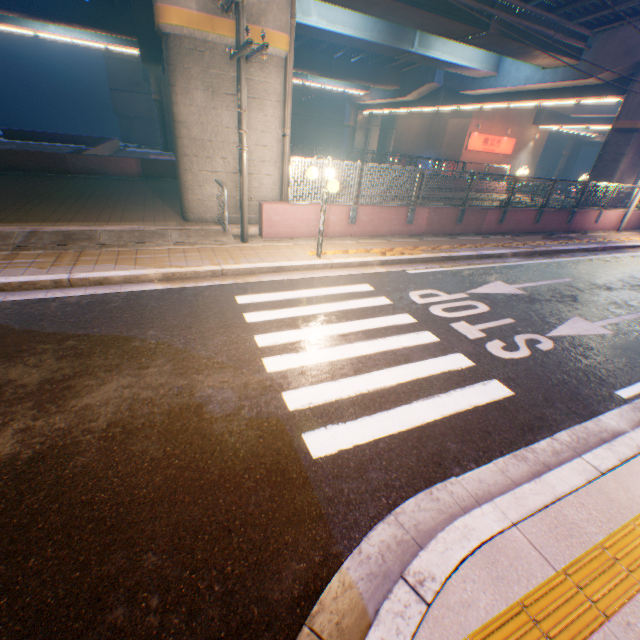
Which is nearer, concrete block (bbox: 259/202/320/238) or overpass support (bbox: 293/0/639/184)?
concrete block (bbox: 259/202/320/238)

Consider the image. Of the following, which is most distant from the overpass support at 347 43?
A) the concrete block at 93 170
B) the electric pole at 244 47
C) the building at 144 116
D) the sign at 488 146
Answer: the building at 144 116

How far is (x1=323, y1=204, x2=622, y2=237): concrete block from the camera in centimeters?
1034cm

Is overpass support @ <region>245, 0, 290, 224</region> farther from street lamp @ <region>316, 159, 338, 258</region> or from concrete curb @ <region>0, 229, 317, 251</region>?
street lamp @ <region>316, 159, 338, 258</region>

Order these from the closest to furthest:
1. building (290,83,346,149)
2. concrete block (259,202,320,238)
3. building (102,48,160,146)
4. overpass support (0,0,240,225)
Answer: overpass support (0,0,240,225) → concrete block (259,202,320,238) → building (102,48,160,146) → building (290,83,346,149)

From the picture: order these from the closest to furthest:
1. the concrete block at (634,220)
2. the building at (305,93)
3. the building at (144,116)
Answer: the concrete block at (634,220) < the building at (144,116) < the building at (305,93)

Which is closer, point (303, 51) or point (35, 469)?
point (35, 469)
